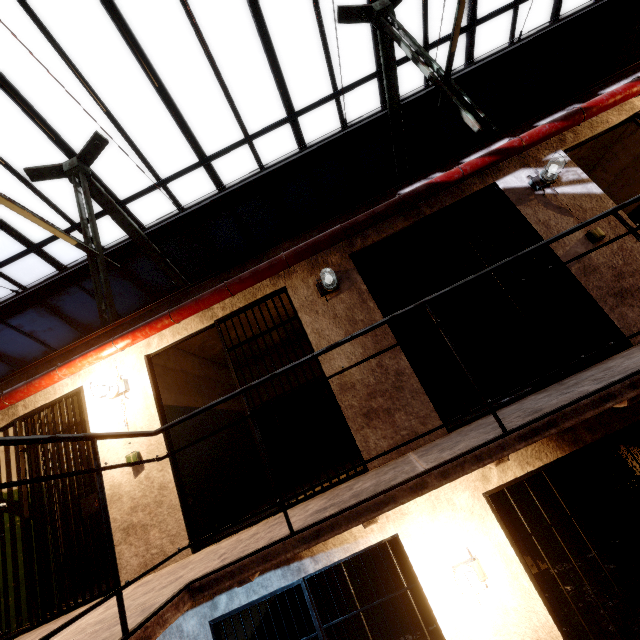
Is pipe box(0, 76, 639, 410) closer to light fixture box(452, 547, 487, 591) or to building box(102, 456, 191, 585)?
building box(102, 456, 191, 585)

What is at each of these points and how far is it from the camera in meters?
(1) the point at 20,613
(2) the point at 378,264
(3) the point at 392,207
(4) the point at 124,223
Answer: (1) building, 4.4
(2) building, 6.1
(3) pipe, 3.9
(4) support beam, 6.4

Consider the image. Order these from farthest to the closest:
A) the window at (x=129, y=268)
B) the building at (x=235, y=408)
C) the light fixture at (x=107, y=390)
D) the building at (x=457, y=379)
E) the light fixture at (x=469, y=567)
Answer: the window at (x=129, y=268) < the building at (x=457, y=379) < the building at (x=235, y=408) < the light fixture at (x=107, y=390) < the light fixture at (x=469, y=567)

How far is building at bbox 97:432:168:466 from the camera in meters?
Result: 3.8 m

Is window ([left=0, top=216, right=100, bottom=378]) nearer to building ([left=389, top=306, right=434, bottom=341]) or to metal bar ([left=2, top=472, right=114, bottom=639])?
building ([left=389, top=306, right=434, bottom=341])

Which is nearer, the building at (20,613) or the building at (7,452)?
the building at (20,613)

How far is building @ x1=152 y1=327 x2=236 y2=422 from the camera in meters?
4.7

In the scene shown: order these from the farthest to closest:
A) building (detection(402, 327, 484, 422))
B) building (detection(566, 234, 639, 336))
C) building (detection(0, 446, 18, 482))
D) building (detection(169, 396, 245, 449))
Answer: building (detection(402, 327, 484, 422))
building (detection(0, 446, 18, 482))
building (detection(169, 396, 245, 449))
building (detection(566, 234, 639, 336))
